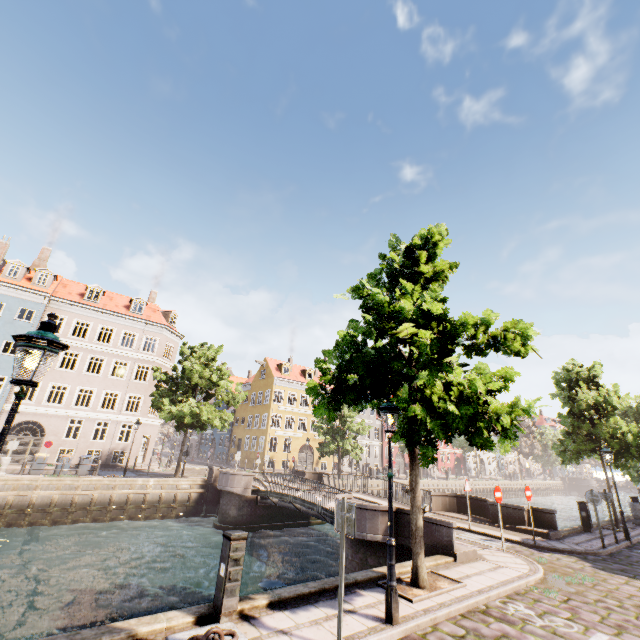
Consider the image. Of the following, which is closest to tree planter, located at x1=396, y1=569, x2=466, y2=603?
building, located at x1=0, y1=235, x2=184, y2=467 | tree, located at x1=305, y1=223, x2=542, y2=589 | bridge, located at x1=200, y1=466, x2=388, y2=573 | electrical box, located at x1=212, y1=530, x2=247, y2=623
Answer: tree, located at x1=305, y1=223, x2=542, y2=589

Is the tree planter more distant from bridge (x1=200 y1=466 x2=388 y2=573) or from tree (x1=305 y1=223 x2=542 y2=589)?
bridge (x1=200 y1=466 x2=388 y2=573)

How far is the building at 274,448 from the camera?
39.59m

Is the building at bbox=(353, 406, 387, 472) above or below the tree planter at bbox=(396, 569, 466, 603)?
above

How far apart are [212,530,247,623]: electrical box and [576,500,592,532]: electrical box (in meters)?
17.69

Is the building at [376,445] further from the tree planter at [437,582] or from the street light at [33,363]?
the tree planter at [437,582]

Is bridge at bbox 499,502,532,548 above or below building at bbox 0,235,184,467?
below

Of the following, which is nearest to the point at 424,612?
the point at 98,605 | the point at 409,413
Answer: the point at 409,413
